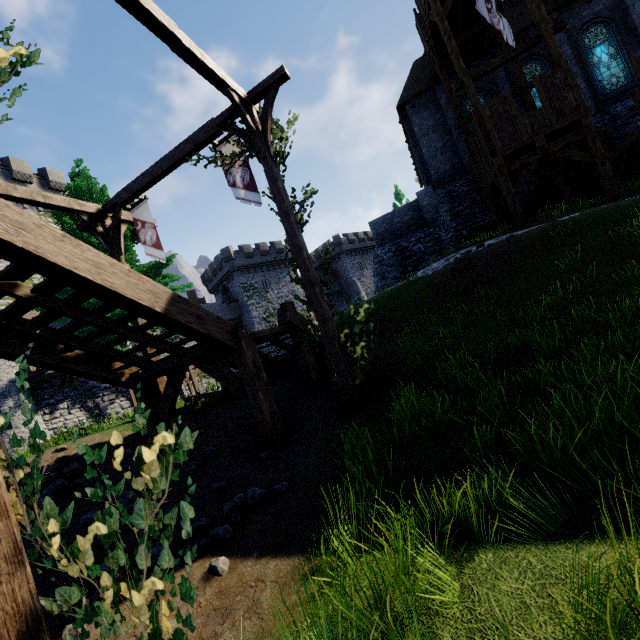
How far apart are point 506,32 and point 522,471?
19.5 meters

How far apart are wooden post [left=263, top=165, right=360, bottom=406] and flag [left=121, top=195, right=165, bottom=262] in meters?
4.3

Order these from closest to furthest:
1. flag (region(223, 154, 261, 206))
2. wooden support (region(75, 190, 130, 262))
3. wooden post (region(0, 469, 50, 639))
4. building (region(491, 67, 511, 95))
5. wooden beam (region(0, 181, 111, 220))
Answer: wooden post (region(0, 469, 50, 639)) < wooden beam (region(0, 181, 111, 220)) < flag (region(223, 154, 261, 206)) < wooden support (region(75, 190, 130, 262)) < building (region(491, 67, 511, 95))

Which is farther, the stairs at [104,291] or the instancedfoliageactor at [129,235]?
the instancedfoliageactor at [129,235]

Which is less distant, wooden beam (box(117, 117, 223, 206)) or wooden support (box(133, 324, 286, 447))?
wooden support (box(133, 324, 286, 447))

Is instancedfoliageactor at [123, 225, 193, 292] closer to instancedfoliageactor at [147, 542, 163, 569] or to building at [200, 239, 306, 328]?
instancedfoliageactor at [147, 542, 163, 569]

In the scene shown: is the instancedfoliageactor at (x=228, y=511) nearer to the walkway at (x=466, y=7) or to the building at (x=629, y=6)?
the walkway at (x=466, y=7)

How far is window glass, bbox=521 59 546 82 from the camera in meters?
17.7
